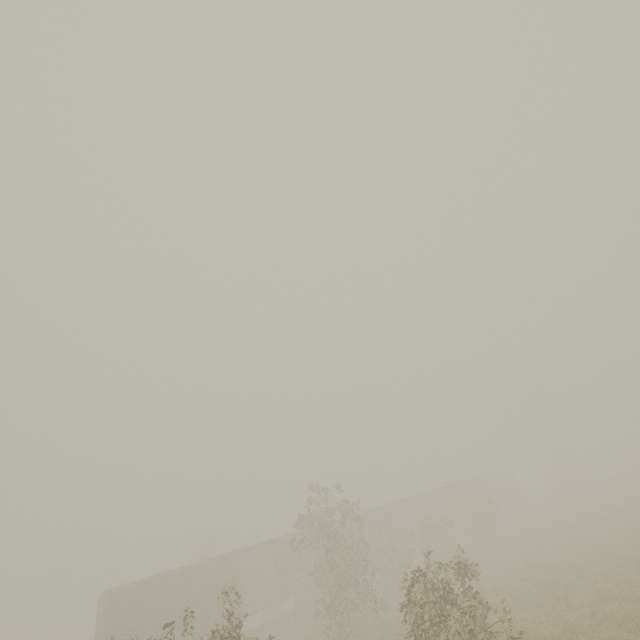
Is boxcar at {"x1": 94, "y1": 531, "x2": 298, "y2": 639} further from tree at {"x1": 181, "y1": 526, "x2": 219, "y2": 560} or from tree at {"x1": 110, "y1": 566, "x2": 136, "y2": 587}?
tree at {"x1": 110, "y1": 566, "x2": 136, "y2": 587}

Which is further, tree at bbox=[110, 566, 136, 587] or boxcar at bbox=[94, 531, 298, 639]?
tree at bbox=[110, 566, 136, 587]

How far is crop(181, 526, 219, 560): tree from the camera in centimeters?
3599cm

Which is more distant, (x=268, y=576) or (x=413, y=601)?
(x=268, y=576)

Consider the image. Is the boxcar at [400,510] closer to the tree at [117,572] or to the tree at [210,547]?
the tree at [210,547]

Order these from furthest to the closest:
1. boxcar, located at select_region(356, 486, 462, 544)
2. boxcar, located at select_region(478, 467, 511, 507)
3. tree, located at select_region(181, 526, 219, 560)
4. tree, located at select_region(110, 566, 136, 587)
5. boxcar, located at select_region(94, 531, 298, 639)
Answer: tree, located at select_region(110, 566, 136, 587)
boxcar, located at select_region(478, 467, 511, 507)
tree, located at select_region(181, 526, 219, 560)
boxcar, located at select_region(356, 486, 462, 544)
boxcar, located at select_region(94, 531, 298, 639)

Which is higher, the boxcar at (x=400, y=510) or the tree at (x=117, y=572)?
the tree at (x=117, y=572)

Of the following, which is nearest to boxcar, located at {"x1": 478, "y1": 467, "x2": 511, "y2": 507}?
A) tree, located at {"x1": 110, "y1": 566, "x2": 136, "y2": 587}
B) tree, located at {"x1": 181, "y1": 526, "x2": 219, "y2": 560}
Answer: tree, located at {"x1": 181, "y1": 526, "x2": 219, "y2": 560}
